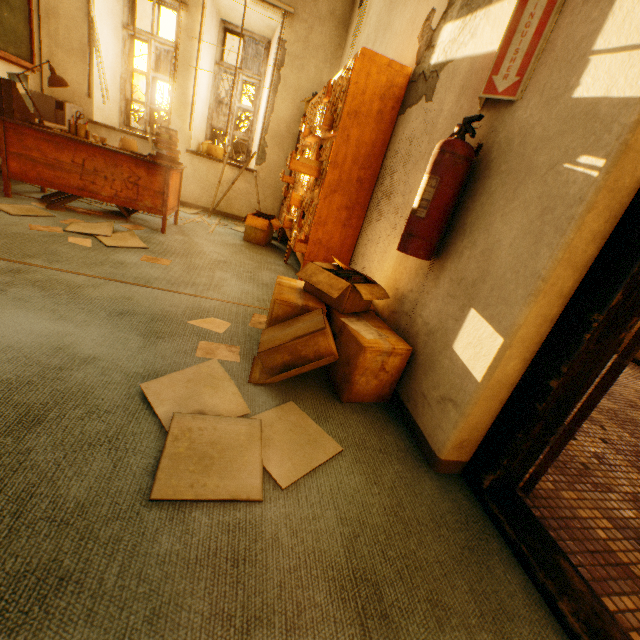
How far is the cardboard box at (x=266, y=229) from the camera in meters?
4.1

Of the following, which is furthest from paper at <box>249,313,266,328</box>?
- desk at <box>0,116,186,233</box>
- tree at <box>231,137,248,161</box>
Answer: tree at <box>231,137,248,161</box>

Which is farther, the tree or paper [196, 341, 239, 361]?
the tree

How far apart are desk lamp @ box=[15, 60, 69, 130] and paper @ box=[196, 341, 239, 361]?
3.07m

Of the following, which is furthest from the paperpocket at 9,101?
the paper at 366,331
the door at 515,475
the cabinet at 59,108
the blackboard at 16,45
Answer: the door at 515,475

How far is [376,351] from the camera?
1.5m

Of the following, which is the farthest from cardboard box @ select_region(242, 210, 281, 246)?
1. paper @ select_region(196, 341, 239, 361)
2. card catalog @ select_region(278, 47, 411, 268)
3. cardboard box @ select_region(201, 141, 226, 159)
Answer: paper @ select_region(196, 341, 239, 361)

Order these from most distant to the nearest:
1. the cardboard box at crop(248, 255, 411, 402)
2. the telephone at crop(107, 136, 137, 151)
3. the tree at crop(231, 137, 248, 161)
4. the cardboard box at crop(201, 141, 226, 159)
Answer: the tree at crop(231, 137, 248, 161)
the cardboard box at crop(201, 141, 226, 159)
the telephone at crop(107, 136, 137, 151)
the cardboard box at crop(248, 255, 411, 402)
